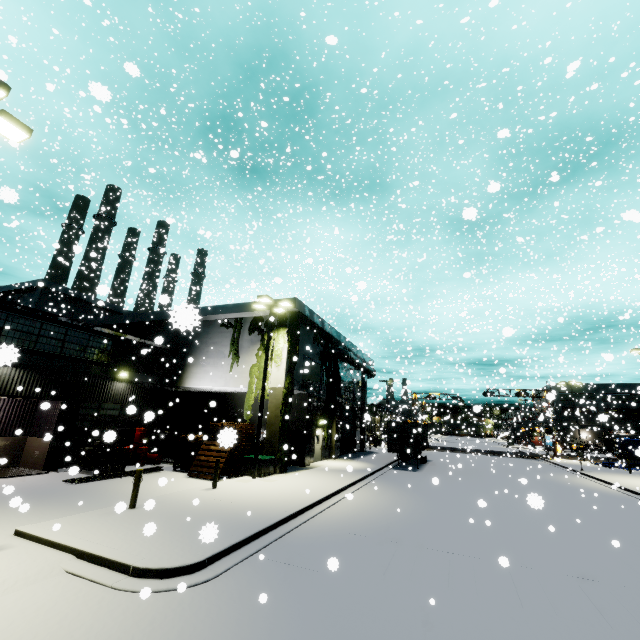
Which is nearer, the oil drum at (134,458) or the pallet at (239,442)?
the pallet at (239,442)

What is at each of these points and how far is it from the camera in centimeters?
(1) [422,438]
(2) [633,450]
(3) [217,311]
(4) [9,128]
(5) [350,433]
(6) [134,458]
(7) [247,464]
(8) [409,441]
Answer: (1) cargo container, 2992cm
(2) tarp, 3403cm
(3) building, 2300cm
(4) light, 804cm
(5) roll-up door, 3416cm
(6) oil drum, 1961cm
(7) electrical box, 1756cm
(8) cargo container door, 2541cm

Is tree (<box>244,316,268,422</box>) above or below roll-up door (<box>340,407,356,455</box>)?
above

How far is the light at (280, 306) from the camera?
17.0m

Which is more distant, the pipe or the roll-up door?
the roll-up door

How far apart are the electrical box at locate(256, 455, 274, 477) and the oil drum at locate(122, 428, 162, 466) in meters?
6.3 m

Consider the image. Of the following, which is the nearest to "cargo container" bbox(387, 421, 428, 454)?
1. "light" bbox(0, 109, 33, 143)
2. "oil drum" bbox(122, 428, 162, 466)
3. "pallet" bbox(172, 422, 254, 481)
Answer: "pallet" bbox(172, 422, 254, 481)

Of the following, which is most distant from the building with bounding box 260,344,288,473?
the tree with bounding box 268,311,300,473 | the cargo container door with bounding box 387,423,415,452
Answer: the cargo container door with bounding box 387,423,415,452
